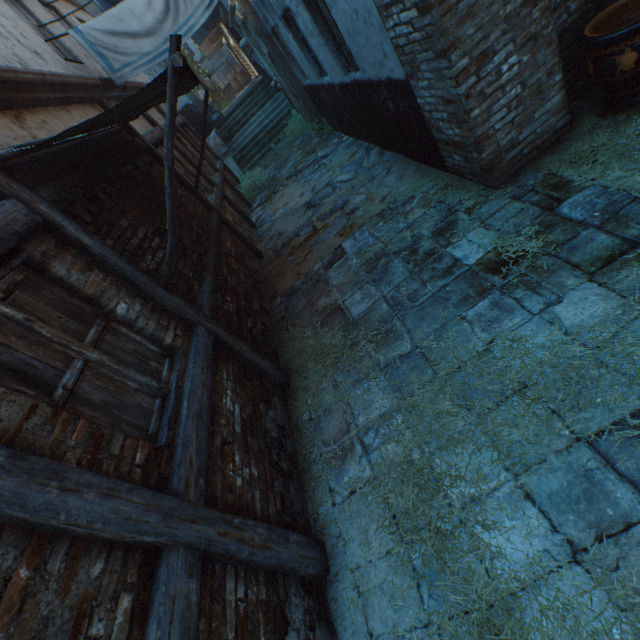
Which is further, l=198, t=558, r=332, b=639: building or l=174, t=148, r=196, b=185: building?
l=174, t=148, r=196, b=185: building

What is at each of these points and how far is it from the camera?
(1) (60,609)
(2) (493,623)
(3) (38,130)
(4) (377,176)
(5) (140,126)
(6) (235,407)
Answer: (1) building, 1.3m
(2) straw, 1.8m
(3) building, 3.3m
(4) ground stones, 6.1m
(5) building, 6.3m
(6) building, 3.0m

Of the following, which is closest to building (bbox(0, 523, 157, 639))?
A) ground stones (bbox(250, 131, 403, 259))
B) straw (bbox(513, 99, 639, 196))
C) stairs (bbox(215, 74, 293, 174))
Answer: straw (bbox(513, 99, 639, 196))

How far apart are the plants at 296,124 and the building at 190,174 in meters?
5.3 m

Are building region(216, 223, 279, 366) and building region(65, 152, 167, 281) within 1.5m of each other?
yes

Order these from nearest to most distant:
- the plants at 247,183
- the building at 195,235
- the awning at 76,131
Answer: the awning at 76,131
the building at 195,235
the plants at 247,183

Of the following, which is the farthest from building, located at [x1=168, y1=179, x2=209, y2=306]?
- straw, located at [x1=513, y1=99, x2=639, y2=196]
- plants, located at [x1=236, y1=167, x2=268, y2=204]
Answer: plants, located at [x1=236, y1=167, x2=268, y2=204]

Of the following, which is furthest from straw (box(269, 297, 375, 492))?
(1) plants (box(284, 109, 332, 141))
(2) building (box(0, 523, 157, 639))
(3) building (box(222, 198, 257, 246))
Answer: (1) plants (box(284, 109, 332, 141))
